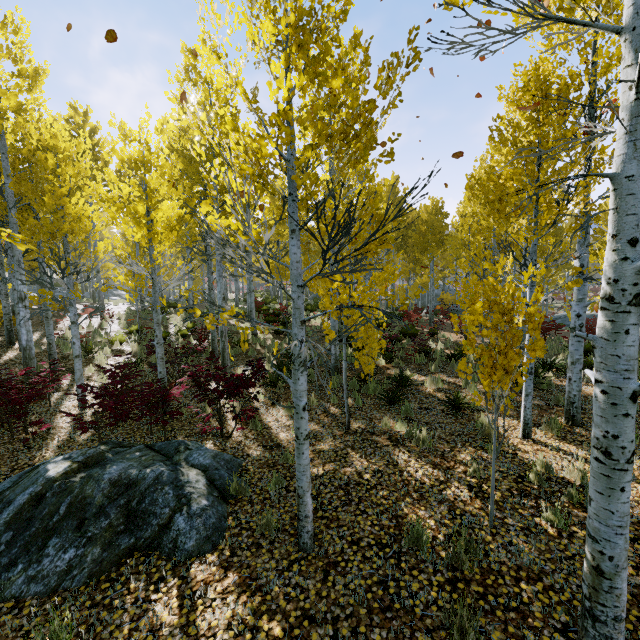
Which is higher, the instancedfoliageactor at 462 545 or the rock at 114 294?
the rock at 114 294

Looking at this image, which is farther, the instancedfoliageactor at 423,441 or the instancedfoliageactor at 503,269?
the instancedfoliageactor at 423,441

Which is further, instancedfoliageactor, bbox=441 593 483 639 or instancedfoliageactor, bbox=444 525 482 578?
instancedfoliageactor, bbox=444 525 482 578

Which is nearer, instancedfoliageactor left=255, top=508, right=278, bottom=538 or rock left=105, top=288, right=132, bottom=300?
instancedfoliageactor left=255, top=508, right=278, bottom=538

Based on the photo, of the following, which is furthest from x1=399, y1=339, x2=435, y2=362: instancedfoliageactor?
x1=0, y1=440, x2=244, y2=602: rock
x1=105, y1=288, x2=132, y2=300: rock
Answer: x1=0, y1=440, x2=244, y2=602: rock

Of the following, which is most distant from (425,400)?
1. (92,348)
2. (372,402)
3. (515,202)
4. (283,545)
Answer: (92,348)

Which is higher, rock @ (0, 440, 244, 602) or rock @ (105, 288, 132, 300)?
rock @ (105, 288, 132, 300)
